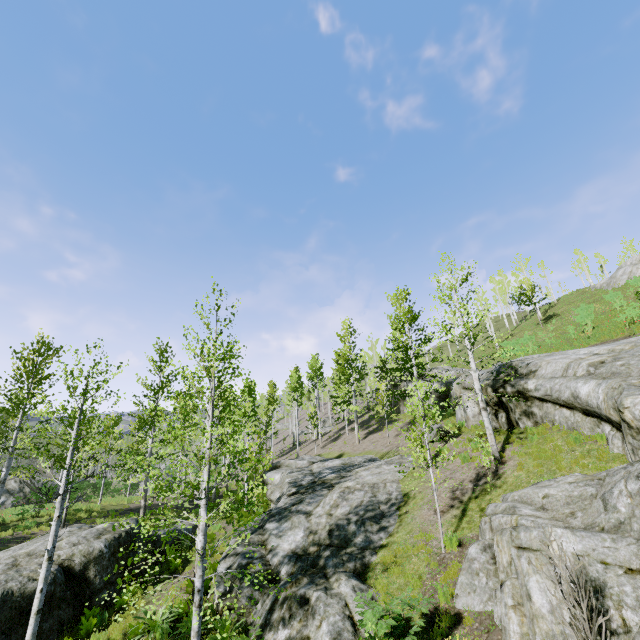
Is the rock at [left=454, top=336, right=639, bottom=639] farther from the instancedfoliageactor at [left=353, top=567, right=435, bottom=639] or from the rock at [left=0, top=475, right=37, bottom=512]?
A: the rock at [left=0, top=475, right=37, bottom=512]

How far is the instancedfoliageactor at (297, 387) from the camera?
11.58m

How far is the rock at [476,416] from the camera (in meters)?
17.79

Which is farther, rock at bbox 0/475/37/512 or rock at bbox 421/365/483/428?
rock at bbox 0/475/37/512

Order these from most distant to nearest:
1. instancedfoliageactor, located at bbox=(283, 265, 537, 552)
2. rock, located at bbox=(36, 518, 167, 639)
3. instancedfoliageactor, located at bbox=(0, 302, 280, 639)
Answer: instancedfoliageactor, located at bbox=(283, 265, 537, 552), rock, located at bbox=(36, 518, 167, 639), instancedfoliageactor, located at bbox=(0, 302, 280, 639)

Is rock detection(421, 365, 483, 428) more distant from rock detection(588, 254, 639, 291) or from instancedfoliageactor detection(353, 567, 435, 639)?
rock detection(588, 254, 639, 291)

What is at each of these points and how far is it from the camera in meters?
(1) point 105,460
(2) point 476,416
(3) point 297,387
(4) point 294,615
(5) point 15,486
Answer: (1) instancedfoliageactor, 19.5
(2) rock, 17.7
(3) instancedfoliageactor, 41.8
(4) rock, 8.6
(5) rock, 25.3

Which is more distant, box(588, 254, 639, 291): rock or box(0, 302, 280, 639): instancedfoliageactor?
box(588, 254, 639, 291): rock
